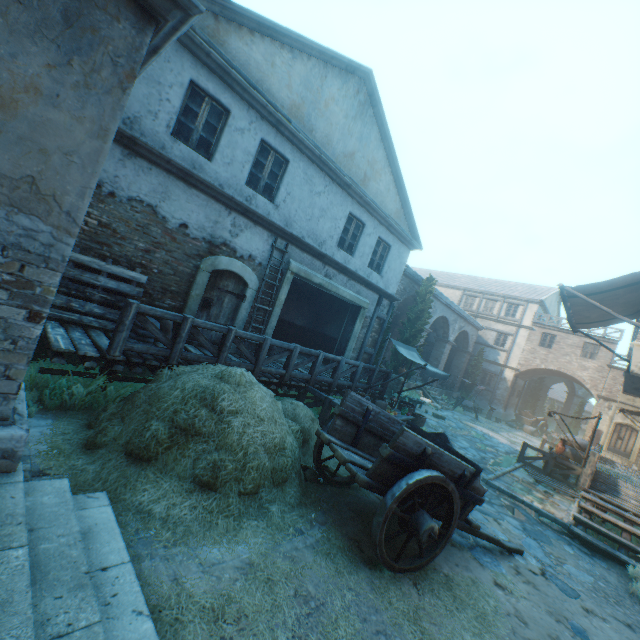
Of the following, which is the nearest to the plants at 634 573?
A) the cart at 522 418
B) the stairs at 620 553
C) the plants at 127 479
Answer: the stairs at 620 553

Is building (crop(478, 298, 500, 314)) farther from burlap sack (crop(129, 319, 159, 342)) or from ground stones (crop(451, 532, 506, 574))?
burlap sack (crop(129, 319, 159, 342))

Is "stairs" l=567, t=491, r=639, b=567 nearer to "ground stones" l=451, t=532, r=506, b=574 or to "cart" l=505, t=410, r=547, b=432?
"ground stones" l=451, t=532, r=506, b=574

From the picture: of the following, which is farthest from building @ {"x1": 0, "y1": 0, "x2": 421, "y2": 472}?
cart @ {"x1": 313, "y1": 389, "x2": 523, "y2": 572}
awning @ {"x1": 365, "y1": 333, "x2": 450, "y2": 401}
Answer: cart @ {"x1": 313, "y1": 389, "x2": 523, "y2": 572}

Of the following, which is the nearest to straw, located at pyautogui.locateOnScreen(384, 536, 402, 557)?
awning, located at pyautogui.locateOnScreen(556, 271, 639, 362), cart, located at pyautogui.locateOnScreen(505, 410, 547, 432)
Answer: awning, located at pyautogui.locateOnScreen(556, 271, 639, 362)

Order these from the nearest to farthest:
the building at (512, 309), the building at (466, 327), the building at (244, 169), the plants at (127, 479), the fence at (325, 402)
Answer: the building at (244, 169) → the plants at (127, 479) → the fence at (325, 402) → the building at (466, 327) → the building at (512, 309)

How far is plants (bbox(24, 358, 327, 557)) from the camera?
3.8m

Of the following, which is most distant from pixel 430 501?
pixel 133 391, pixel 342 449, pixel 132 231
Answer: pixel 132 231
